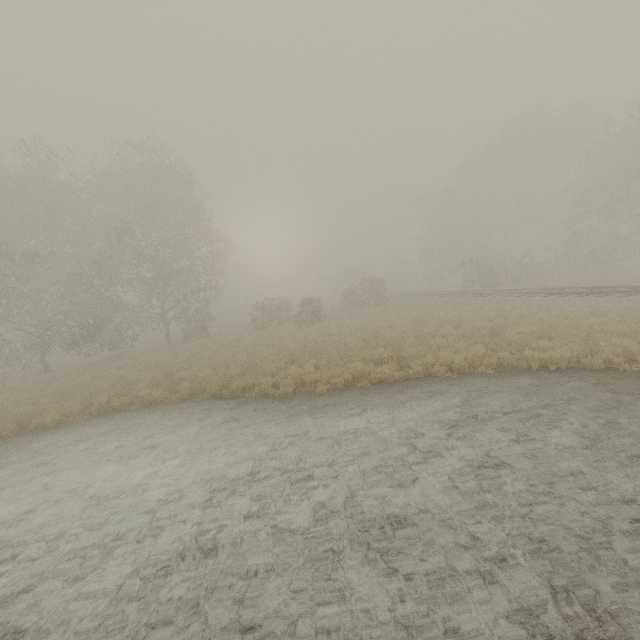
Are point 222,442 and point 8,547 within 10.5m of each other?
yes

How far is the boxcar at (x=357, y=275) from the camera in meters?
53.8

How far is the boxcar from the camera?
53.78m
